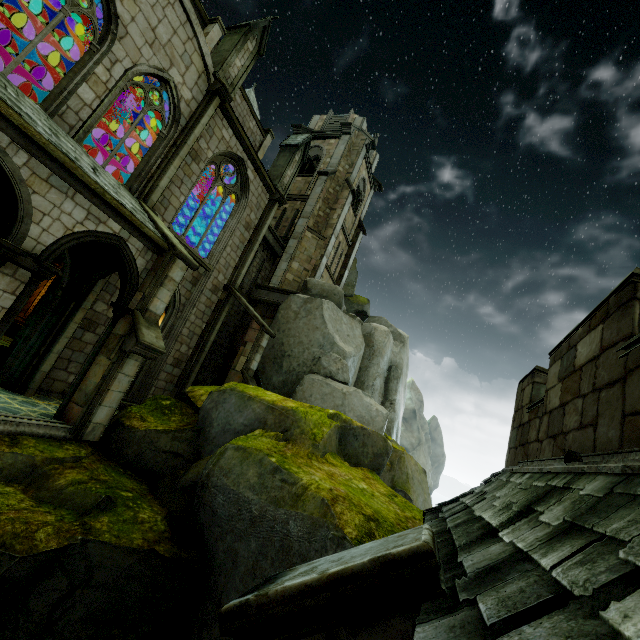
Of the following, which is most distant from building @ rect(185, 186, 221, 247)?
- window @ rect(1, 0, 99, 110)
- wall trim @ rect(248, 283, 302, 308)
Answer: wall trim @ rect(248, 283, 302, 308)

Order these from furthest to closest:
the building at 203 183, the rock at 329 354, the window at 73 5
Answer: the building at 203 183 < the window at 73 5 < the rock at 329 354

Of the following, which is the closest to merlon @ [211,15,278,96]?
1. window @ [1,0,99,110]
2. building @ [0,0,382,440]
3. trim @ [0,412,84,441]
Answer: building @ [0,0,382,440]

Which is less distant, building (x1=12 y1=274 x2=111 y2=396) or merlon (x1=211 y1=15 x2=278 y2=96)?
building (x1=12 y1=274 x2=111 y2=396)

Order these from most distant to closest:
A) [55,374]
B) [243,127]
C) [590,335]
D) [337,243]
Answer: [337,243]
[243,127]
[55,374]
[590,335]

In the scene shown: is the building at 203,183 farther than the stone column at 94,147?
Yes

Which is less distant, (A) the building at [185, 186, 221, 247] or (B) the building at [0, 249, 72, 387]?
(B) the building at [0, 249, 72, 387]
